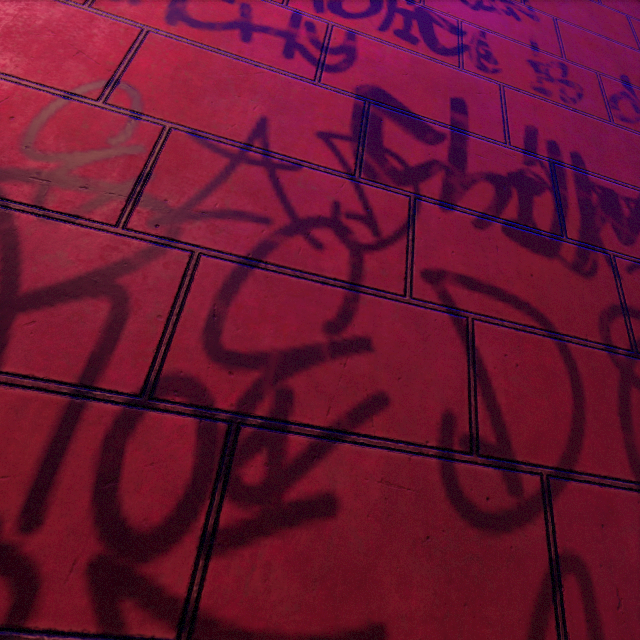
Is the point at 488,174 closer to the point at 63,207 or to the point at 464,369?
the point at 464,369
